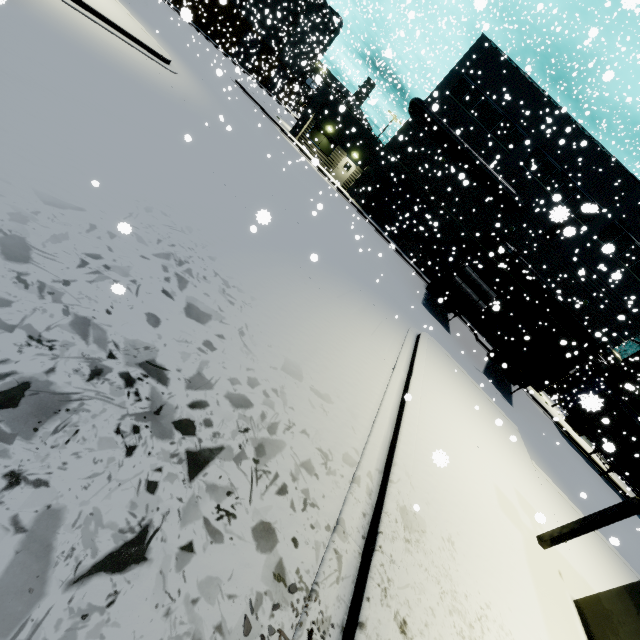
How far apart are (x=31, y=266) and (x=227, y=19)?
Answer: 58.1m

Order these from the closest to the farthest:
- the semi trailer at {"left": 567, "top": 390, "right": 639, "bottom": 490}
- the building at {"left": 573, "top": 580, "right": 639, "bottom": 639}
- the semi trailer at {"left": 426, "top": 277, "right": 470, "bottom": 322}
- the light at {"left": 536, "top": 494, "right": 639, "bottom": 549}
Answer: the building at {"left": 573, "top": 580, "right": 639, "bottom": 639} → the light at {"left": 536, "top": 494, "right": 639, "bottom": 549} → the semi trailer at {"left": 567, "top": 390, "right": 639, "bottom": 490} → the semi trailer at {"left": 426, "top": 277, "right": 470, "bottom": 322}

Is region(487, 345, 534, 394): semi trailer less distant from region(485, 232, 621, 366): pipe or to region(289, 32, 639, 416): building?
region(289, 32, 639, 416): building

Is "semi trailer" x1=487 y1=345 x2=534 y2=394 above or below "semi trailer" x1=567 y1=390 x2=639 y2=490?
below

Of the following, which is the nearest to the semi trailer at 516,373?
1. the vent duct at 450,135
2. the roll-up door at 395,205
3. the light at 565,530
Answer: the roll-up door at 395,205

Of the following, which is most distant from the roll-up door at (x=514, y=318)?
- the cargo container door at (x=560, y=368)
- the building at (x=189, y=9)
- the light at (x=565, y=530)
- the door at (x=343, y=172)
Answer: the cargo container door at (x=560, y=368)

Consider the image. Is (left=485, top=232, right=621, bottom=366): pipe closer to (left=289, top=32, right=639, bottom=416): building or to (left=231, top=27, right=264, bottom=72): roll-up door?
(left=289, top=32, right=639, bottom=416): building

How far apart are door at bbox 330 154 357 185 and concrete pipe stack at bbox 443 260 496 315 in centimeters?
1469cm
